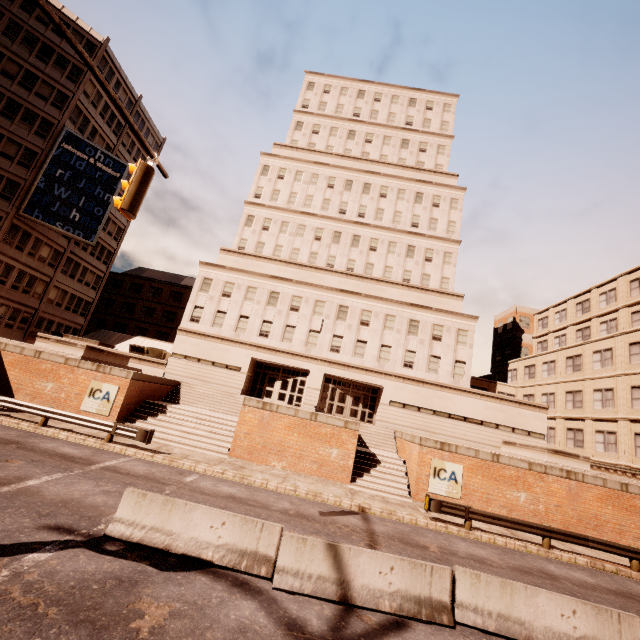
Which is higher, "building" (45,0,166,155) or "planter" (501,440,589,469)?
"building" (45,0,166,155)

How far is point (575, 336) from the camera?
33.75m

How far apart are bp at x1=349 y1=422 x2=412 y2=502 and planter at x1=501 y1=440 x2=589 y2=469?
7.9 meters

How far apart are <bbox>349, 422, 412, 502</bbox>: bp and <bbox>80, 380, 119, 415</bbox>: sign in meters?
14.5 m

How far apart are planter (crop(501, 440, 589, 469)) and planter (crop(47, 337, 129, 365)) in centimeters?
2941cm

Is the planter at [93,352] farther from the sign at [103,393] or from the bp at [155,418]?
the bp at [155,418]

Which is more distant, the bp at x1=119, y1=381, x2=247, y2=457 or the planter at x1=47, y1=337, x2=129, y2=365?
the planter at x1=47, y1=337, x2=129, y2=365

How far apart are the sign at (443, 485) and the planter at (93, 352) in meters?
22.5
